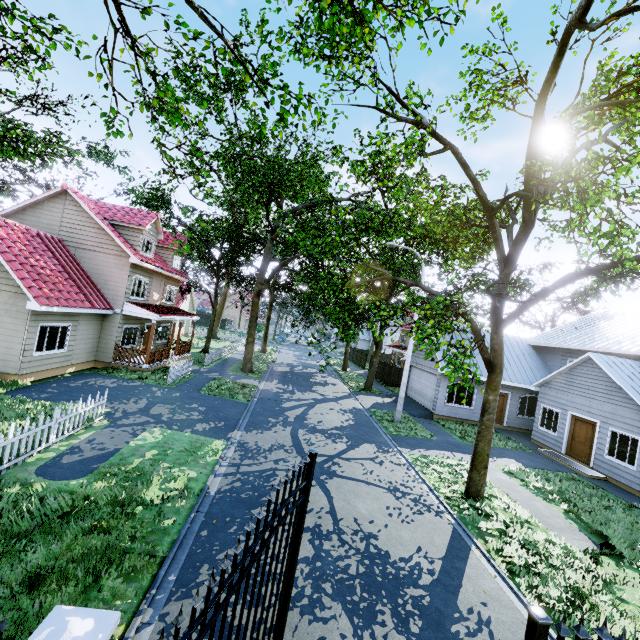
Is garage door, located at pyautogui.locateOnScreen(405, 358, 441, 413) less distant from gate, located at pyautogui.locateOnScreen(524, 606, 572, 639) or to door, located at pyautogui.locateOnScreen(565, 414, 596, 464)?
door, located at pyautogui.locateOnScreen(565, 414, 596, 464)

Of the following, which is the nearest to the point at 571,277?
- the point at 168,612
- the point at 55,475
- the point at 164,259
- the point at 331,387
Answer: the point at 168,612

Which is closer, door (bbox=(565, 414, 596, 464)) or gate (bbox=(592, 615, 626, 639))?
gate (bbox=(592, 615, 626, 639))

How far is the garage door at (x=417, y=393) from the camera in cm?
2112

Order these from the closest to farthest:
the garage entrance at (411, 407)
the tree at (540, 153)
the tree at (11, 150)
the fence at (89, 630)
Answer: the fence at (89, 630)
the tree at (540, 153)
the tree at (11, 150)
the garage entrance at (411, 407)

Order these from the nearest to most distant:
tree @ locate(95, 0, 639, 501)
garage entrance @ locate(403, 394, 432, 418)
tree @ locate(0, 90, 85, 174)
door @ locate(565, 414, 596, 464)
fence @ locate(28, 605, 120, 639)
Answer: fence @ locate(28, 605, 120, 639)
tree @ locate(95, 0, 639, 501)
tree @ locate(0, 90, 85, 174)
door @ locate(565, 414, 596, 464)
garage entrance @ locate(403, 394, 432, 418)

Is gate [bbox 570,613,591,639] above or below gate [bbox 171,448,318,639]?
above

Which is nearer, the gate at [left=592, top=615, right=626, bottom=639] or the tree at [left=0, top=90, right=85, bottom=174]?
the gate at [left=592, top=615, right=626, bottom=639]
